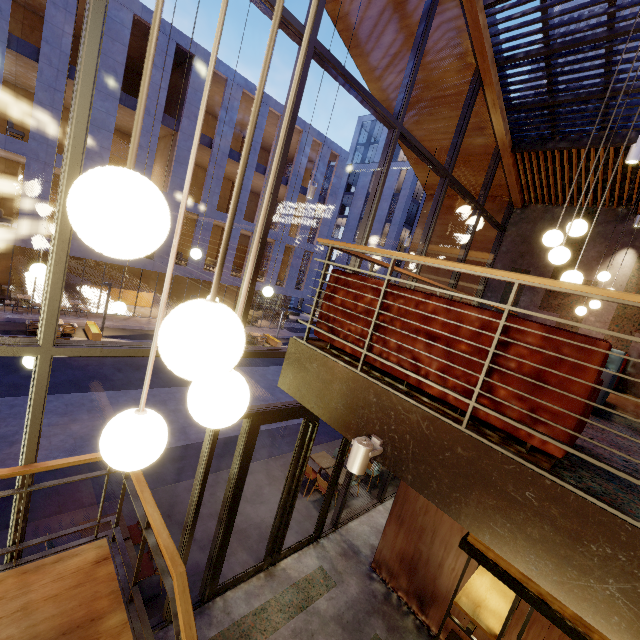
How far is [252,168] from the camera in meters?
21.4

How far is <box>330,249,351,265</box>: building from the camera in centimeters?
4100cm

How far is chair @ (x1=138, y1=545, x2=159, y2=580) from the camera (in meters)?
5.25

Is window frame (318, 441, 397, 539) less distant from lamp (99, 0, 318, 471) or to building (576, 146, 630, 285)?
building (576, 146, 630, 285)

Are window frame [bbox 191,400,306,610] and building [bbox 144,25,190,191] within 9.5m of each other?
no

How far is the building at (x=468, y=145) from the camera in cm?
745

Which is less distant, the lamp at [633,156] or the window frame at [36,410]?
the window frame at [36,410]

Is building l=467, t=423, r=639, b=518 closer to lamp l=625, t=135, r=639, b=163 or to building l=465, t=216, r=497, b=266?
building l=465, t=216, r=497, b=266
